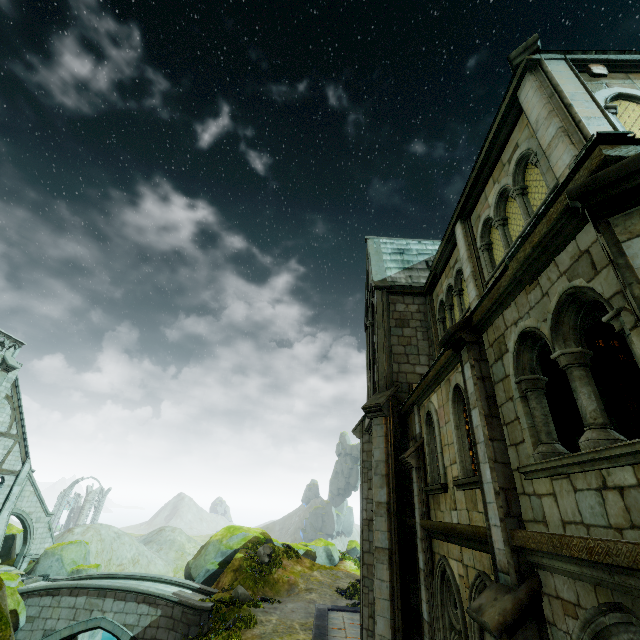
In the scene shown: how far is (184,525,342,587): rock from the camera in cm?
2388

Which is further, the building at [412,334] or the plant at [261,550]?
the plant at [261,550]

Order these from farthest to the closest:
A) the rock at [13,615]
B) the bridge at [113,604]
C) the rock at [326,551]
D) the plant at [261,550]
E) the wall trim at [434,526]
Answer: the rock at [326,551]
the plant at [261,550]
the bridge at [113,604]
the rock at [13,615]
the wall trim at [434,526]

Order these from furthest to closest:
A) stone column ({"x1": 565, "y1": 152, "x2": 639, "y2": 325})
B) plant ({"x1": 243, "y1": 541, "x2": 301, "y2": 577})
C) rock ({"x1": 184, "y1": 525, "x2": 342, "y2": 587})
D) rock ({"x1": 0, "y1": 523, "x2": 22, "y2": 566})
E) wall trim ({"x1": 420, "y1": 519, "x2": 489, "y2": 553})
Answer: rock ({"x1": 0, "y1": 523, "x2": 22, "y2": 566}) → rock ({"x1": 184, "y1": 525, "x2": 342, "y2": 587}) → plant ({"x1": 243, "y1": 541, "x2": 301, "y2": 577}) → wall trim ({"x1": 420, "y1": 519, "x2": 489, "y2": 553}) → stone column ({"x1": 565, "y1": 152, "x2": 639, "y2": 325})

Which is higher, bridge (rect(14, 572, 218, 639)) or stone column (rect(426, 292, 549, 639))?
stone column (rect(426, 292, 549, 639))

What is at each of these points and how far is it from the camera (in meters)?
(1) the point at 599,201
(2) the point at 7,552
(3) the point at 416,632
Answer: (1) stone column, 2.99
(2) rock, 26.80
(3) stone column, 8.97

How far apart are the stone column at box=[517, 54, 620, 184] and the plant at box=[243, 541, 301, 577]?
27.25m

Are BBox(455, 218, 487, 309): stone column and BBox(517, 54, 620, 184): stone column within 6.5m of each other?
yes
